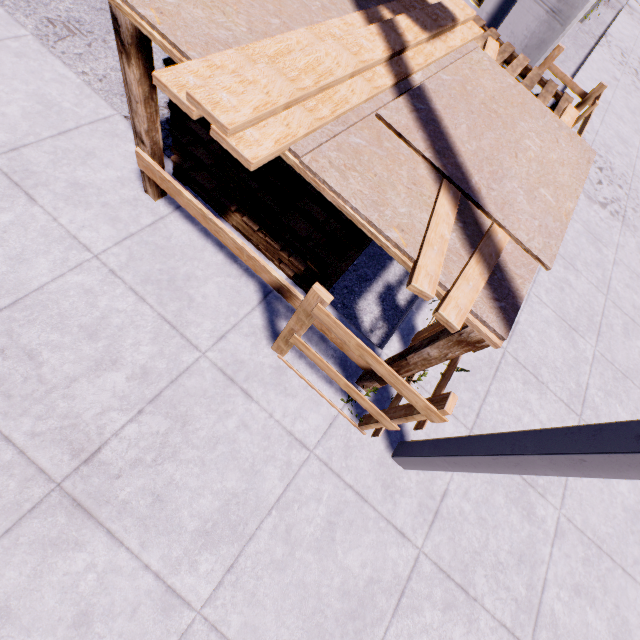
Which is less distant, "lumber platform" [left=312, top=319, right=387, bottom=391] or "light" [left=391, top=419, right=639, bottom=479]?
"light" [left=391, top=419, right=639, bottom=479]

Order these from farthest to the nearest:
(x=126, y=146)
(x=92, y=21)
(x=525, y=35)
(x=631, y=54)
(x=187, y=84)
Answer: (x=631, y=54), (x=525, y=35), (x=92, y=21), (x=126, y=146), (x=187, y=84)

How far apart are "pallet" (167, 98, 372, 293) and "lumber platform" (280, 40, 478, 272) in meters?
0.2

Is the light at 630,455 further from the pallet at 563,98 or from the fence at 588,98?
the pallet at 563,98

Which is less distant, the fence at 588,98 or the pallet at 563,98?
the pallet at 563,98

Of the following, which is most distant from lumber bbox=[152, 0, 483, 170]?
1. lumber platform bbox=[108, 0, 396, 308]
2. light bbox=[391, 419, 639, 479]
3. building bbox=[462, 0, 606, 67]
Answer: building bbox=[462, 0, 606, 67]

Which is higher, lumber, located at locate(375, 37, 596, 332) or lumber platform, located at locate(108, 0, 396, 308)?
lumber, located at locate(375, 37, 596, 332)
